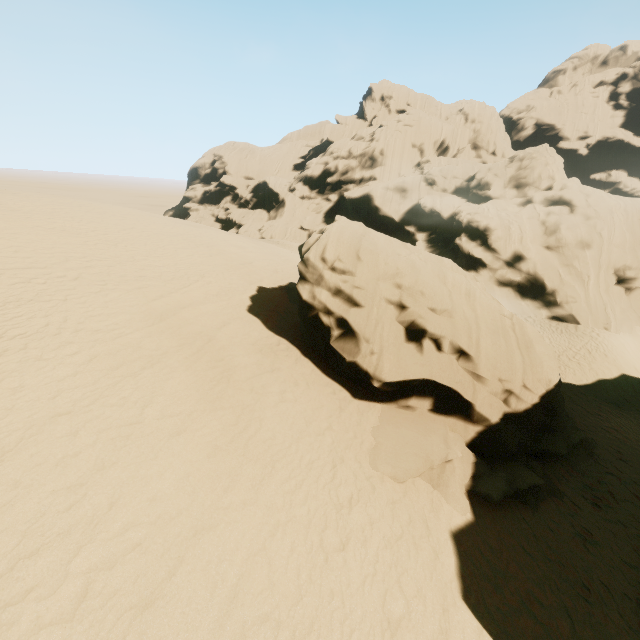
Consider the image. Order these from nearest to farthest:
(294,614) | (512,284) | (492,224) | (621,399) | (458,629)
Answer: (294,614) < (458,629) < (621,399) < (512,284) < (492,224)
